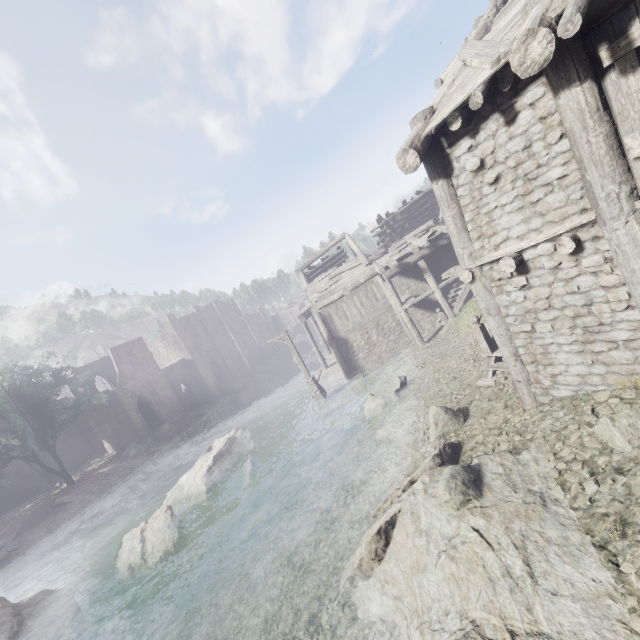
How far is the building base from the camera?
20.0 meters

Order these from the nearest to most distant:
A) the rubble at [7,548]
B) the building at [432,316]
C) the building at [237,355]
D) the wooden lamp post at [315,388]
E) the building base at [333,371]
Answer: the building at [432,316], the rubble at [7,548], the building base at [333,371], the wooden lamp post at [315,388], the building at [237,355]

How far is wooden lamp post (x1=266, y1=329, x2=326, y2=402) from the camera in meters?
20.8 m

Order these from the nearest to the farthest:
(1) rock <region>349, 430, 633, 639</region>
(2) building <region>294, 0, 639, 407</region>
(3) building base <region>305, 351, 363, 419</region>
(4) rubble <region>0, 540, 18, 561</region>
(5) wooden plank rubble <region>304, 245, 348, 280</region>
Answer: (1) rock <region>349, 430, 633, 639</region>
(2) building <region>294, 0, 639, 407</region>
(4) rubble <region>0, 540, 18, 561</region>
(3) building base <region>305, 351, 363, 419</region>
(5) wooden plank rubble <region>304, 245, 348, 280</region>

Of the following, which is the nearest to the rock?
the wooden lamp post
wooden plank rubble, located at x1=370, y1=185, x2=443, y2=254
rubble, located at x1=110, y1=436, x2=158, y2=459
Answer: the wooden lamp post

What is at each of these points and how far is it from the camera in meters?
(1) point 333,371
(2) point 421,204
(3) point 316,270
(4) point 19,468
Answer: (1) building base, 25.9
(2) wooden plank rubble, 25.9
(3) wooden plank rubble, 27.9
(4) building, 34.1

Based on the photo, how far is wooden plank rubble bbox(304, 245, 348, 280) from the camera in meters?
26.9

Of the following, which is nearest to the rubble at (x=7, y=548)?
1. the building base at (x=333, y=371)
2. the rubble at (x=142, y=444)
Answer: the rubble at (x=142, y=444)
